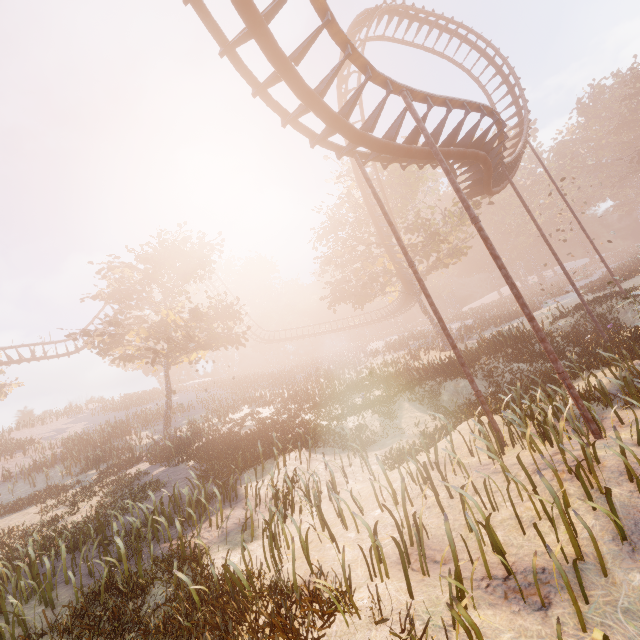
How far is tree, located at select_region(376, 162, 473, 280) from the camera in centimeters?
2609cm

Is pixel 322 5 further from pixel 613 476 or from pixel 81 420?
pixel 81 420

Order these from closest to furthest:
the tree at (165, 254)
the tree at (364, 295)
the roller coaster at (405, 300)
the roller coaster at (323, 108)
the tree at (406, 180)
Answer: Answer:
the roller coaster at (323, 108)
the tree at (165, 254)
the tree at (406, 180)
the tree at (364, 295)
the roller coaster at (405, 300)

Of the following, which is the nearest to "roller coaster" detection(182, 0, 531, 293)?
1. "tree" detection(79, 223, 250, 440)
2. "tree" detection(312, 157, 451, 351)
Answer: "tree" detection(312, 157, 451, 351)

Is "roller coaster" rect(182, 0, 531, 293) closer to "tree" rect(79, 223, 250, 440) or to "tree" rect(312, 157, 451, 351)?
"tree" rect(312, 157, 451, 351)

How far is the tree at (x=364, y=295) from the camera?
27.4 meters
